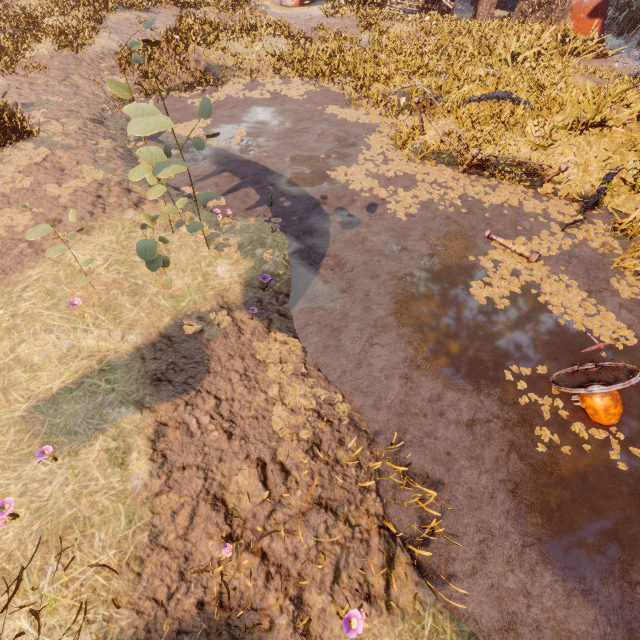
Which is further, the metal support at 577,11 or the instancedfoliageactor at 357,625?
the metal support at 577,11

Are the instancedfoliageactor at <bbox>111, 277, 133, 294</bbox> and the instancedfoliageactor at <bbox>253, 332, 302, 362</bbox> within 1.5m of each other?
no

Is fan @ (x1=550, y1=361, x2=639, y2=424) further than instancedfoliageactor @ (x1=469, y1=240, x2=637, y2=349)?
No

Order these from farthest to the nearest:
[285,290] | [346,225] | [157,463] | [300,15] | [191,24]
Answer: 1. [300,15]
2. [191,24]
3. [346,225]
4. [285,290]
5. [157,463]

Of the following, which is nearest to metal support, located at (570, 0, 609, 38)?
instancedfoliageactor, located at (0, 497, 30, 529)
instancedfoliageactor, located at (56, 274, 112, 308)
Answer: instancedfoliageactor, located at (56, 274, 112, 308)

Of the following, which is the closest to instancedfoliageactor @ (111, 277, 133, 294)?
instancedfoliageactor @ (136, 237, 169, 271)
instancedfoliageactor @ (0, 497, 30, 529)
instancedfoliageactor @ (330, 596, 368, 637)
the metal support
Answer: instancedfoliageactor @ (136, 237, 169, 271)

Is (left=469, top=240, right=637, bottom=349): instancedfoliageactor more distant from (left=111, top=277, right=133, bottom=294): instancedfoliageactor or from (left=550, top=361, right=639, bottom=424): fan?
(left=111, top=277, right=133, bottom=294): instancedfoliageactor

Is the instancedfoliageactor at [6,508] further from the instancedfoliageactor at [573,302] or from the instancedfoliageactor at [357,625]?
the instancedfoliageactor at [573,302]
